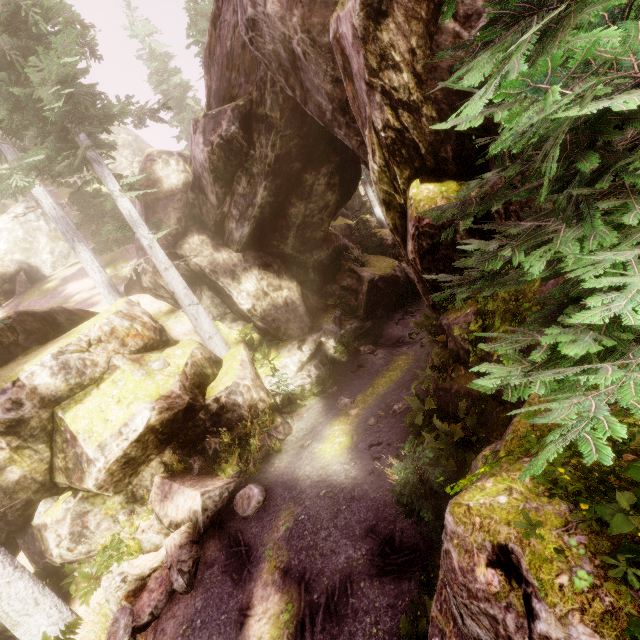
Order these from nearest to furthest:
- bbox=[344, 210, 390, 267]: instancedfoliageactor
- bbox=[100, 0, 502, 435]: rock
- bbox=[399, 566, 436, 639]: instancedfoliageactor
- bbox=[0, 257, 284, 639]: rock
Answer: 1. bbox=[399, 566, 436, 639]: instancedfoliageactor
2. bbox=[100, 0, 502, 435]: rock
3. bbox=[0, 257, 284, 639]: rock
4. bbox=[344, 210, 390, 267]: instancedfoliageactor

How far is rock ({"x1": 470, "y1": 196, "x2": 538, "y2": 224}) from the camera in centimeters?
525cm

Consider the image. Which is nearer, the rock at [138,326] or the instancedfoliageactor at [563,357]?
the instancedfoliageactor at [563,357]

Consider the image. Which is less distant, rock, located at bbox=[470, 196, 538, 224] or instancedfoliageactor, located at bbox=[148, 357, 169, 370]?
rock, located at bbox=[470, 196, 538, 224]

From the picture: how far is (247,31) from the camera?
8.9 meters

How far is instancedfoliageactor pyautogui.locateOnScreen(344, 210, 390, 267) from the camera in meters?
20.4

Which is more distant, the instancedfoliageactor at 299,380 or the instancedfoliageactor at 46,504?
the instancedfoliageactor at 299,380
